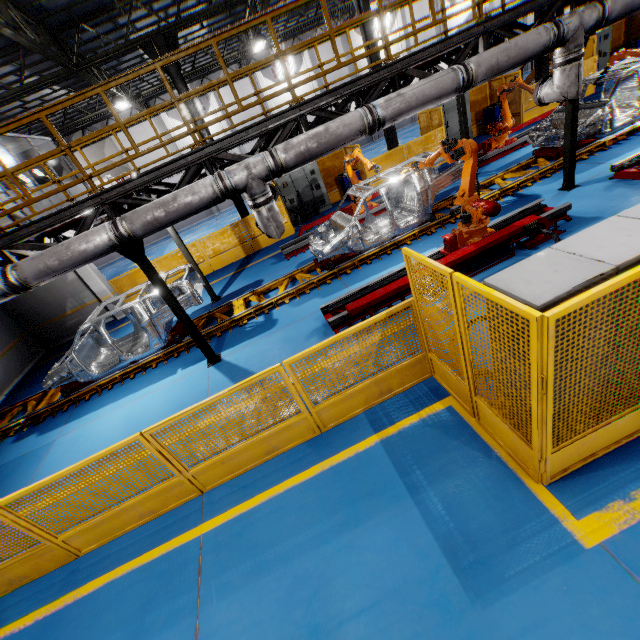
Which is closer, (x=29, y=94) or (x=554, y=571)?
(x=554, y=571)

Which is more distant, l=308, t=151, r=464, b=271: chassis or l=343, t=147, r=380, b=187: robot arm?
l=343, t=147, r=380, b=187: robot arm

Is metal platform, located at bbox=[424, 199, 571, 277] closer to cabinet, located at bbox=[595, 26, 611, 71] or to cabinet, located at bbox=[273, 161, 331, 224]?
cabinet, located at bbox=[273, 161, 331, 224]

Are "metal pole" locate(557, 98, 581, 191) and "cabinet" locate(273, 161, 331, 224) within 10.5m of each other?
yes

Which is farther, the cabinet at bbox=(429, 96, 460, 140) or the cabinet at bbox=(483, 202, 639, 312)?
the cabinet at bbox=(429, 96, 460, 140)

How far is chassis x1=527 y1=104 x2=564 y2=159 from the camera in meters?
9.7

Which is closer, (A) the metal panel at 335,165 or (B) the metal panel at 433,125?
(B) the metal panel at 433,125

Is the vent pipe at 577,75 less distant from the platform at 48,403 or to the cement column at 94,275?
the platform at 48,403
